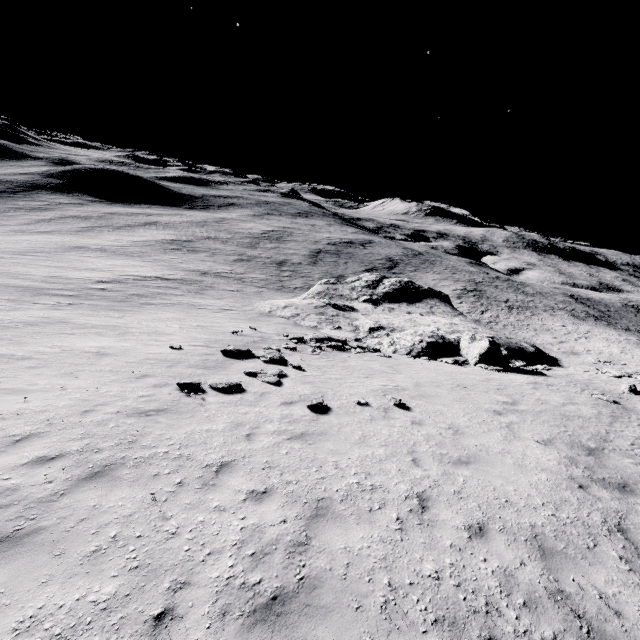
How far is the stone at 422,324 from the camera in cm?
2194

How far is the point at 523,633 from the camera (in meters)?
4.36

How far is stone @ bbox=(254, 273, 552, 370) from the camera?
21.9 meters
